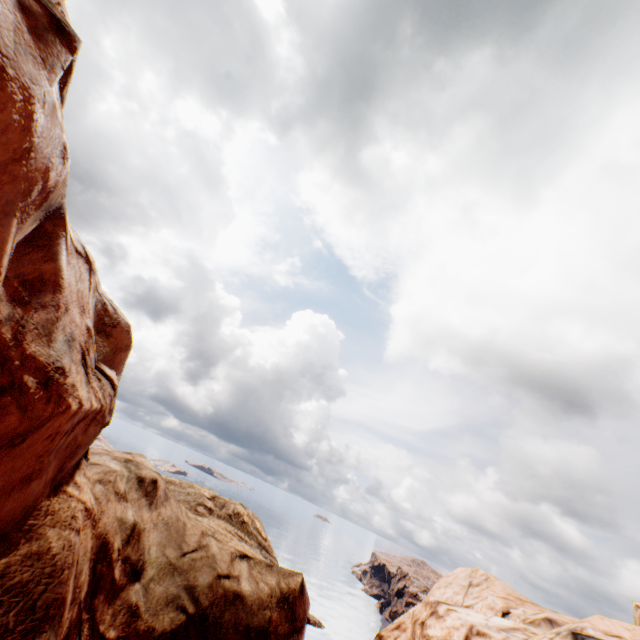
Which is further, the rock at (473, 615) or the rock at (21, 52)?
the rock at (473, 615)

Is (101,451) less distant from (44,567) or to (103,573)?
(103,573)

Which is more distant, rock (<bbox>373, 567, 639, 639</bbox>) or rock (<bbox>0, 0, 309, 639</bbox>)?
rock (<bbox>373, 567, 639, 639</bbox>)
